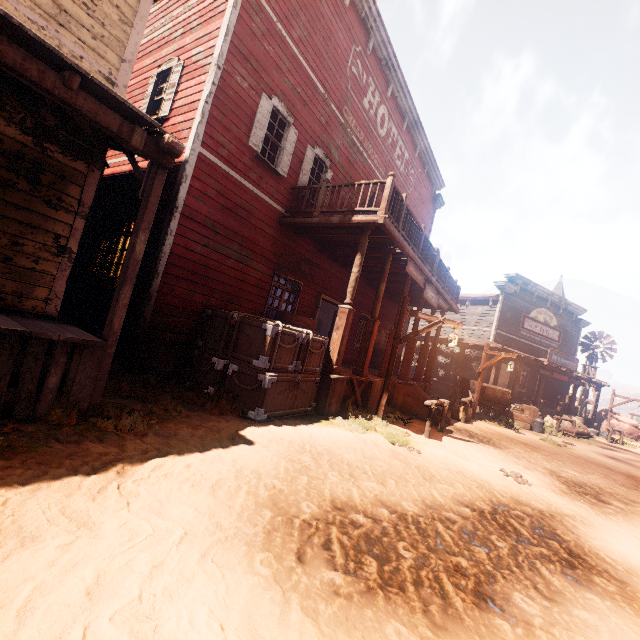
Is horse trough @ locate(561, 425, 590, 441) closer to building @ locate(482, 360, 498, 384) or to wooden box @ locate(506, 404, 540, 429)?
wooden box @ locate(506, 404, 540, 429)

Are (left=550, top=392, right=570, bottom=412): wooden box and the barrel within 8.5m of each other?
no

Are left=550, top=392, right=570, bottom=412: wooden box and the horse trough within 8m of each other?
yes

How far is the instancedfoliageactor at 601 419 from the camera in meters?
28.0

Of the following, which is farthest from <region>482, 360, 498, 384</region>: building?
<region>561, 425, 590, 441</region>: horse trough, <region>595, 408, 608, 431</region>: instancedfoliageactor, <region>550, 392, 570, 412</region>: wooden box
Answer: <region>595, 408, 608, 431</region>: instancedfoliageactor

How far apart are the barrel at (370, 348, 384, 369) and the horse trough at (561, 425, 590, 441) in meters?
9.2 m

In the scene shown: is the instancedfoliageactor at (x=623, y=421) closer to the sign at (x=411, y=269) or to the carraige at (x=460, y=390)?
the carraige at (x=460, y=390)

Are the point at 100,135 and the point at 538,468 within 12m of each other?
yes
